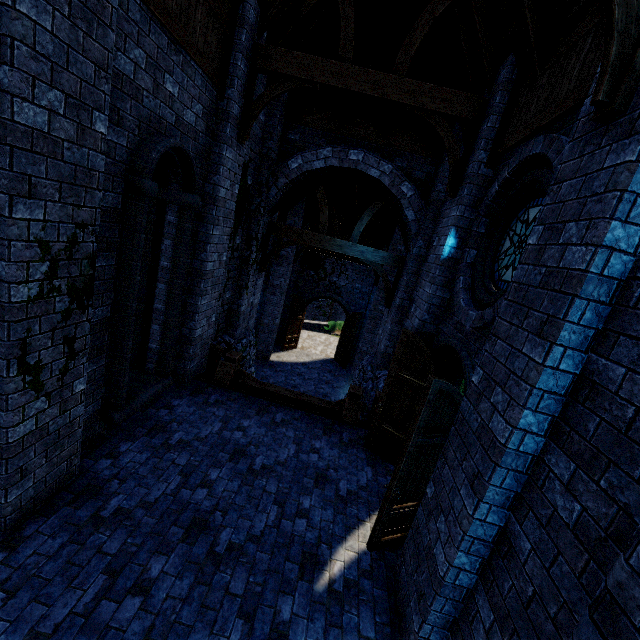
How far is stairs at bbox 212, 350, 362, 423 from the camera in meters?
7.1 m

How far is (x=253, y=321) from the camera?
11.61m

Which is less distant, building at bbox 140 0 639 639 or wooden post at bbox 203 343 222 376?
building at bbox 140 0 639 639

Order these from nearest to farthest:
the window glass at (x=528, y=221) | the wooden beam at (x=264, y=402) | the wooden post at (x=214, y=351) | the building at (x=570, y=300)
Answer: the building at (x=570, y=300)
the window glass at (x=528, y=221)
the wooden beam at (x=264, y=402)
the wooden post at (x=214, y=351)

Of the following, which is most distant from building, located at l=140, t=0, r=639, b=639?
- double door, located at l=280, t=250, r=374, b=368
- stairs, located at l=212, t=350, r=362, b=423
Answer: stairs, located at l=212, t=350, r=362, b=423

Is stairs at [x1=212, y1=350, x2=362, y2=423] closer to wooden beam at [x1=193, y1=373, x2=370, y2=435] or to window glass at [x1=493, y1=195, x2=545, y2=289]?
wooden beam at [x1=193, y1=373, x2=370, y2=435]

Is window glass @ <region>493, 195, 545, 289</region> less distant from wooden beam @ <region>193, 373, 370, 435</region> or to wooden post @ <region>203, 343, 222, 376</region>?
wooden beam @ <region>193, 373, 370, 435</region>

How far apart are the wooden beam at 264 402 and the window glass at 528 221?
4.2m
